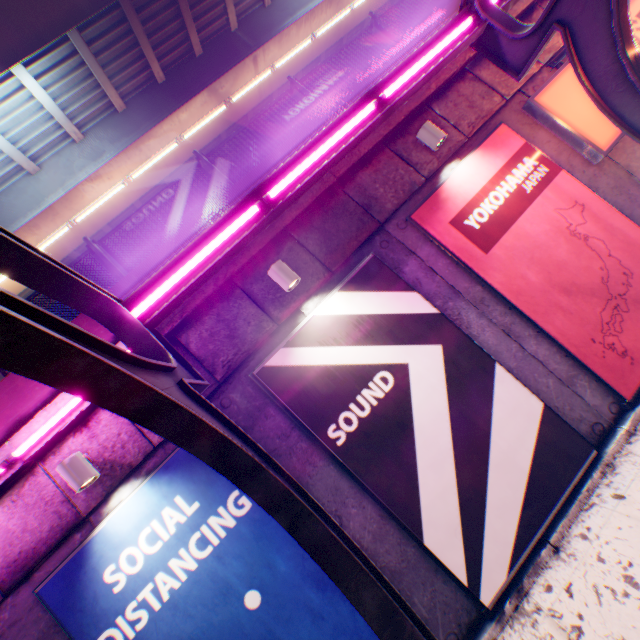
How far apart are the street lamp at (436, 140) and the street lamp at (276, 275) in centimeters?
324cm

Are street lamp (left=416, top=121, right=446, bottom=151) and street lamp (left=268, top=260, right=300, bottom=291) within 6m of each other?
yes

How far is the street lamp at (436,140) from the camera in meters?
5.3 m

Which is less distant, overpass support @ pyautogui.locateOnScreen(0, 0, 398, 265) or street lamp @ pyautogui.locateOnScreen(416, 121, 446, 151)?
street lamp @ pyautogui.locateOnScreen(416, 121, 446, 151)

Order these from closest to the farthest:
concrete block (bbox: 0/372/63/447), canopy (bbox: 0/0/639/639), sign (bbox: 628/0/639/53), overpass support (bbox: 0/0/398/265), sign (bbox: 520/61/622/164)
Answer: canopy (bbox: 0/0/639/639)
concrete block (bbox: 0/372/63/447)
sign (bbox: 520/61/622/164)
sign (bbox: 628/0/639/53)
overpass support (bbox: 0/0/398/265)

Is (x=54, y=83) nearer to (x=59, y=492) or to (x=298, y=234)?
(x=298, y=234)

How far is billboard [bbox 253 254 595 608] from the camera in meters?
4.3

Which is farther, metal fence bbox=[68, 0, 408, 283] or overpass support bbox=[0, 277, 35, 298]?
overpass support bbox=[0, 277, 35, 298]
